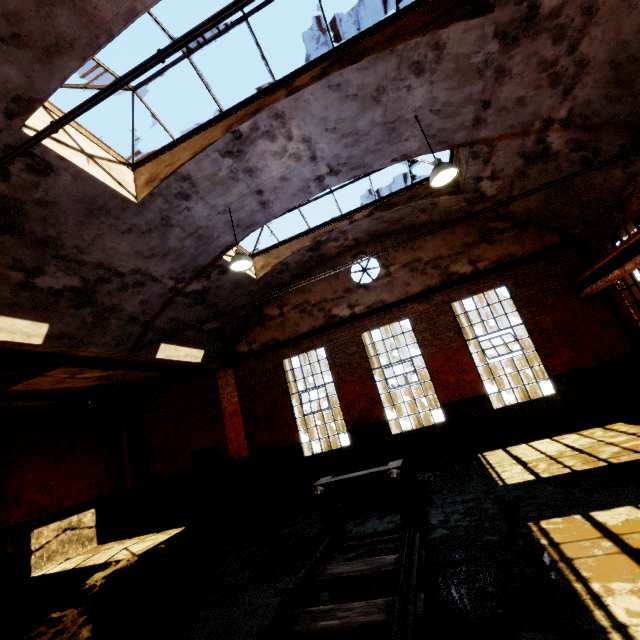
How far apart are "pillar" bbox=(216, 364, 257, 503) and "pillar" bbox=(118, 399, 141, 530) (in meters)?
4.35

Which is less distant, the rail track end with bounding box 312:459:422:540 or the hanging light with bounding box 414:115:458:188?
the rail track end with bounding box 312:459:422:540

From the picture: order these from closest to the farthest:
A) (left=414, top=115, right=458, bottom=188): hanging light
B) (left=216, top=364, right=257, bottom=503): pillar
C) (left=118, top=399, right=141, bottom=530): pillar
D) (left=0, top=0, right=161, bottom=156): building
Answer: (left=0, top=0, right=161, bottom=156): building < (left=414, top=115, right=458, bottom=188): hanging light < (left=216, top=364, right=257, bottom=503): pillar < (left=118, top=399, right=141, bottom=530): pillar

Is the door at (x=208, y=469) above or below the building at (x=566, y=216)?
below

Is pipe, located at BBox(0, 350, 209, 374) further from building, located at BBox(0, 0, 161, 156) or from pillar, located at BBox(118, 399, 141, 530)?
pillar, located at BBox(118, 399, 141, 530)

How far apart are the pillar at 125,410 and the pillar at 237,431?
4.35m

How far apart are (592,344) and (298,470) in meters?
9.8

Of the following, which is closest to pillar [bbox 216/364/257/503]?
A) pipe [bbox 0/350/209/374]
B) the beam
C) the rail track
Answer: pipe [bbox 0/350/209/374]
